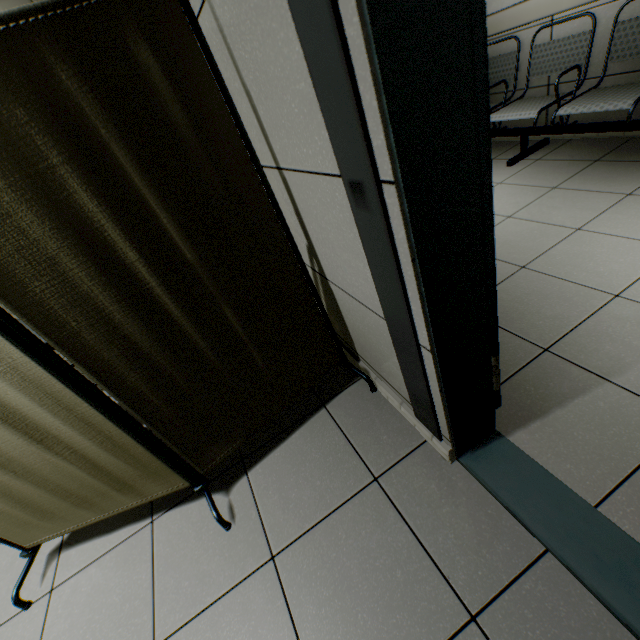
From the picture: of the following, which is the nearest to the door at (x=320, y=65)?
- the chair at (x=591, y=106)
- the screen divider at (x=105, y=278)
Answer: the screen divider at (x=105, y=278)

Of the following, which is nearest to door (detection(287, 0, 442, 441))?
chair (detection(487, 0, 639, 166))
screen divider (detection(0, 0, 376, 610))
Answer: screen divider (detection(0, 0, 376, 610))

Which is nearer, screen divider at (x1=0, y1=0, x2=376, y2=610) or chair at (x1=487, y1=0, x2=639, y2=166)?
screen divider at (x1=0, y1=0, x2=376, y2=610)

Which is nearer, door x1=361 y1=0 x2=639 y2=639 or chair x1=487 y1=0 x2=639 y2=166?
door x1=361 y1=0 x2=639 y2=639

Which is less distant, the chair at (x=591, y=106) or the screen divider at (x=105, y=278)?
the screen divider at (x=105, y=278)

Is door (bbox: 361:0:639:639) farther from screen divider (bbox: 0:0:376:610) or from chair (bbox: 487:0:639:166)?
chair (bbox: 487:0:639:166)

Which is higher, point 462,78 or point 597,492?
point 462,78
